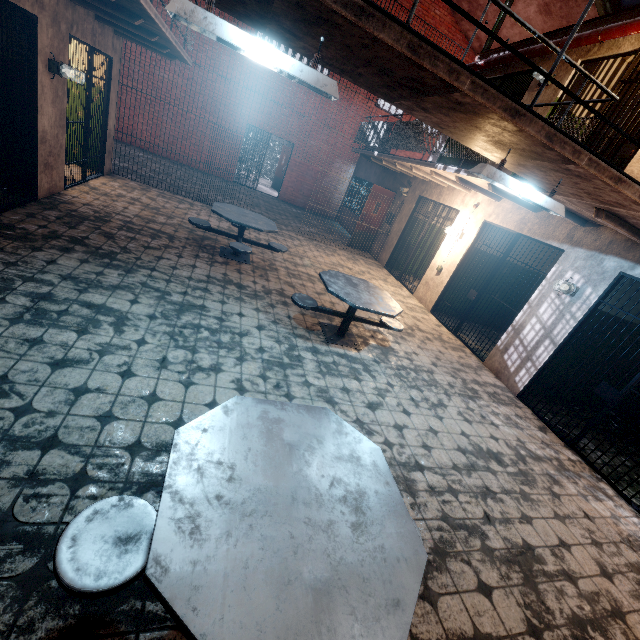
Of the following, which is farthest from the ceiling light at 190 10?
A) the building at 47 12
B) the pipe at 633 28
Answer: the pipe at 633 28

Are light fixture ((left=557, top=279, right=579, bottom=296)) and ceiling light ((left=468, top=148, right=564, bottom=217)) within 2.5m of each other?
yes

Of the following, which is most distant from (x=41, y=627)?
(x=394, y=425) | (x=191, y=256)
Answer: (x=191, y=256)

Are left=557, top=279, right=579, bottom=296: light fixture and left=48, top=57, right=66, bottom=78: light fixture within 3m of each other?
no

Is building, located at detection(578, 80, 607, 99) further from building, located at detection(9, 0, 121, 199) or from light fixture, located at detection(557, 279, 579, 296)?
building, located at detection(9, 0, 121, 199)

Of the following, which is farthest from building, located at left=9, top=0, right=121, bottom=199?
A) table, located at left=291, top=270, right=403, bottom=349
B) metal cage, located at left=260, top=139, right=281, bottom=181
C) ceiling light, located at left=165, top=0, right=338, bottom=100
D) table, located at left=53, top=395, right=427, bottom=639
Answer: metal cage, located at left=260, top=139, right=281, bottom=181

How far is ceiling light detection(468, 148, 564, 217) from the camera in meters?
2.9 m

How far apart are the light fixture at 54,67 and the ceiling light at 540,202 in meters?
5.8
